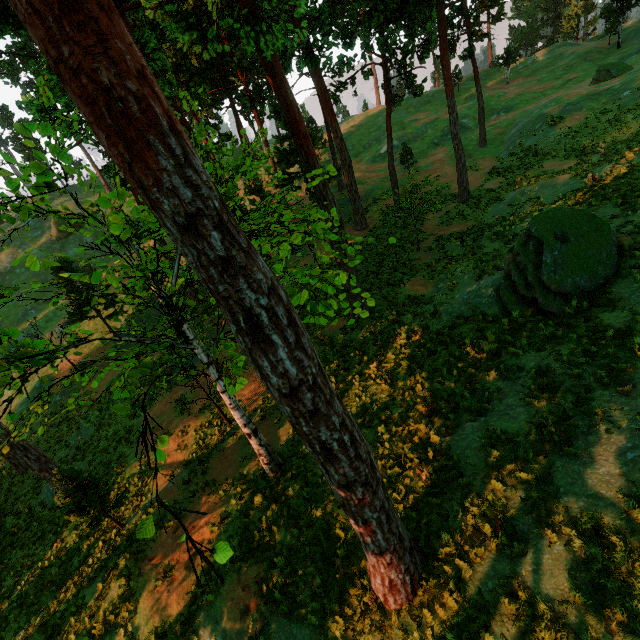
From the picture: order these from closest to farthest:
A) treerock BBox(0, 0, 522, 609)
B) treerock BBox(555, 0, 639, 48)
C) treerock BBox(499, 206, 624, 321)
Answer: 1. treerock BBox(0, 0, 522, 609)
2. treerock BBox(499, 206, 624, 321)
3. treerock BBox(555, 0, 639, 48)

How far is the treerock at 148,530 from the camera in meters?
3.6 m

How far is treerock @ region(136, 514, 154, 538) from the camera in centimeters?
365cm

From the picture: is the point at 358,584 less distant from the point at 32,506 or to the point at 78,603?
the point at 78,603

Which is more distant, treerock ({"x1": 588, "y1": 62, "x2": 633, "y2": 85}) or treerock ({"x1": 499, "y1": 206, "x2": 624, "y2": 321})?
treerock ({"x1": 588, "y1": 62, "x2": 633, "y2": 85})

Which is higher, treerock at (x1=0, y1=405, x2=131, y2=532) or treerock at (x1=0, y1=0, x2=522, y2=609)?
treerock at (x1=0, y1=0, x2=522, y2=609)
